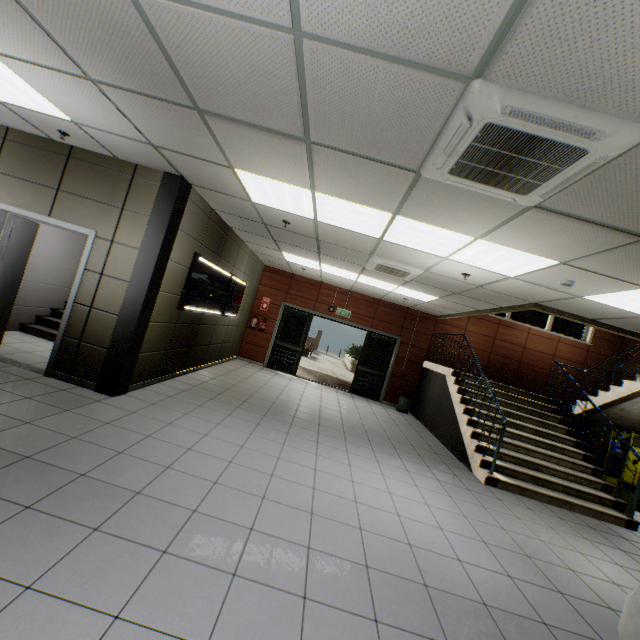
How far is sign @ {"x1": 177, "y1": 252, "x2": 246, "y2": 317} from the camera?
5.7m

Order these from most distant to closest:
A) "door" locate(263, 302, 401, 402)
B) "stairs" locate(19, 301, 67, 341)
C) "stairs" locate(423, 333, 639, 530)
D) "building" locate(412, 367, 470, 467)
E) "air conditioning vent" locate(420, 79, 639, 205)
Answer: "door" locate(263, 302, 401, 402) → "building" locate(412, 367, 470, 467) → "stairs" locate(19, 301, 67, 341) → "stairs" locate(423, 333, 639, 530) → "air conditioning vent" locate(420, 79, 639, 205)

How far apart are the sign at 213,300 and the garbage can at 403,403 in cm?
560

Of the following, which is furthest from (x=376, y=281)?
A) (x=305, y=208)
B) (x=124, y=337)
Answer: (x=124, y=337)

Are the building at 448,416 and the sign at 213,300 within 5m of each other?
no

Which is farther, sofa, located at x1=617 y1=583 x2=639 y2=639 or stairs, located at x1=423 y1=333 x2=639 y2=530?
stairs, located at x1=423 y1=333 x2=639 y2=530

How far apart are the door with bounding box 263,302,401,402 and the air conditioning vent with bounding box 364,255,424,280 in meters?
4.1

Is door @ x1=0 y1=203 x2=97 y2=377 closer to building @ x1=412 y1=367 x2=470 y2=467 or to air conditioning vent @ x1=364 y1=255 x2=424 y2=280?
air conditioning vent @ x1=364 y1=255 x2=424 y2=280
